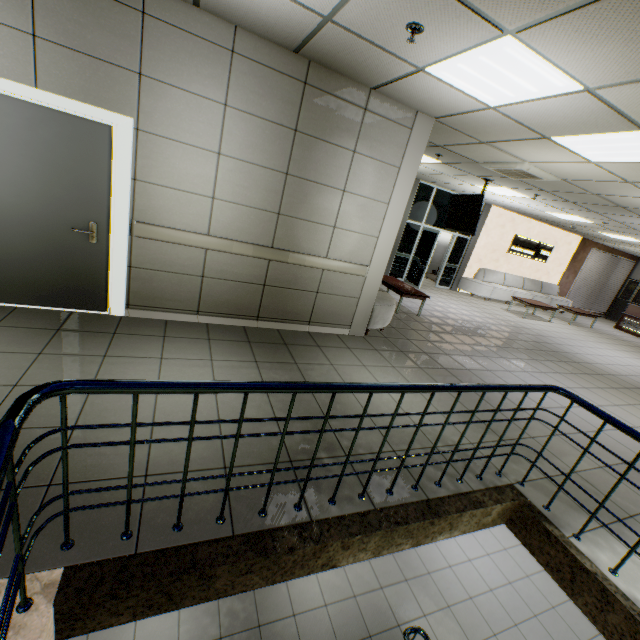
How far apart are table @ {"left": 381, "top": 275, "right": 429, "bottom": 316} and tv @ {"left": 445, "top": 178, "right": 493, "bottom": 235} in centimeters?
161cm

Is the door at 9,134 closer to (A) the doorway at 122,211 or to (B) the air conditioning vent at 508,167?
(A) the doorway at 122,211

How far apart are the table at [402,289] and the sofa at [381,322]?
0.68m

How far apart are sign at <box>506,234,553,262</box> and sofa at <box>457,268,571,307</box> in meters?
0.8

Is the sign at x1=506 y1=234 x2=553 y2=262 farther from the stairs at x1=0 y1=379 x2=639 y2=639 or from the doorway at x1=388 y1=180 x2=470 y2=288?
the stairs at x1=0 y1=379 x2=639 y2=639

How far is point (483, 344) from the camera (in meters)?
6.78

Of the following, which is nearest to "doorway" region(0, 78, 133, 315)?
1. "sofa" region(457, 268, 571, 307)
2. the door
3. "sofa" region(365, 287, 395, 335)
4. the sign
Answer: the door

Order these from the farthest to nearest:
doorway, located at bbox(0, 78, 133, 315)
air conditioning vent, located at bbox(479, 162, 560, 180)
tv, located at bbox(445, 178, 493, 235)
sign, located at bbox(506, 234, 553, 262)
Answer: sign, located at bbox(506, 234, 553, 262), tv, located at bbox(445, 178, 493, 235), air conditioning vent, located at bbox(479, 162, 560, 180), doorway, located at bbox(0, 78, 133, 315)
